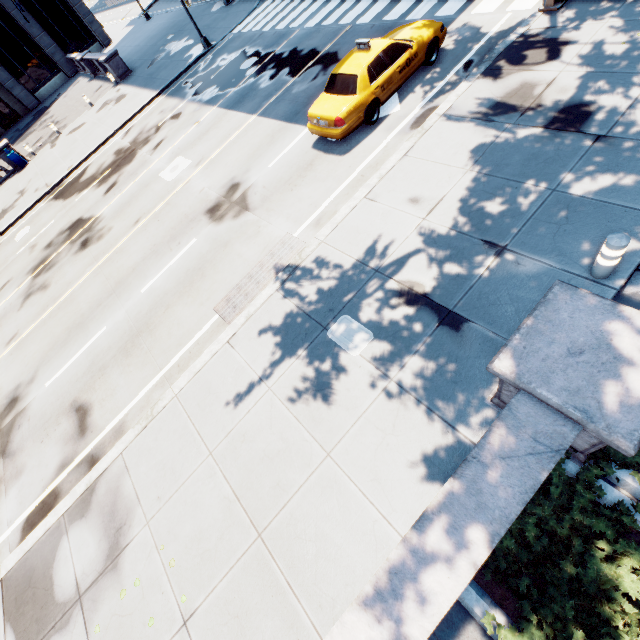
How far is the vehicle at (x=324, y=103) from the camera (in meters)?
9.41

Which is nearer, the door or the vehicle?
the vehicle

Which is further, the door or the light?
the door

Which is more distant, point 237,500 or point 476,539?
point 237,500

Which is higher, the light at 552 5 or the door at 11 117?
the door at 11 117

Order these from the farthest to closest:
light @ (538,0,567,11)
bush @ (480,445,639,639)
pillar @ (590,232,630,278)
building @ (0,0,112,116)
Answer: building @ (0,0,112,116) < light @ (538,0,567,11) < pillar @ (590,232,630,278) < bush @ (480,445,639,639)

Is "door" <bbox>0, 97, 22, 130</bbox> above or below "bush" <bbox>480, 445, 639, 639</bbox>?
above

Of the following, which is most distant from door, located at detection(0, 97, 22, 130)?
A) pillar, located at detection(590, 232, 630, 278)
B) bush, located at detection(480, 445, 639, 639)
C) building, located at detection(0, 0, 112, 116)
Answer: bush, located at detection(480, 445, 639, 639)
